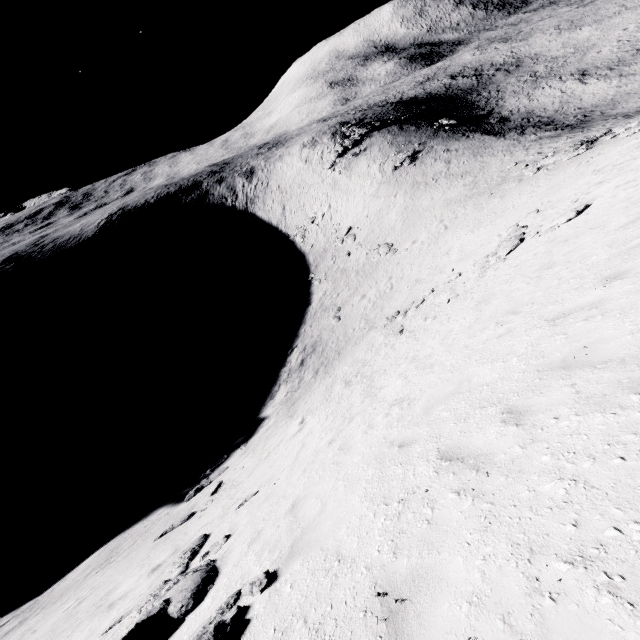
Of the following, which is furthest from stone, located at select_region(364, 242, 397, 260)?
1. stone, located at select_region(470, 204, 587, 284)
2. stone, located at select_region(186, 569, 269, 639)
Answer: stone, located at select_region(186, 569, 269, 639)

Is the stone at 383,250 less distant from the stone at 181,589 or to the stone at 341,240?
the stone at 341,240

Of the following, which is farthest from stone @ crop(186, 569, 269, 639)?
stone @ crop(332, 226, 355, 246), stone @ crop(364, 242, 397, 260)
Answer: stone @ crop(332, 226, 355, 246)

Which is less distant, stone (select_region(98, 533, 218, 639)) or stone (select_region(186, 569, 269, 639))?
stone (select_region(186, 569, 269, 639))

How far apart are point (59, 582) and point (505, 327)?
20.83m

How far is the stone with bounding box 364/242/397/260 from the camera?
36.29m

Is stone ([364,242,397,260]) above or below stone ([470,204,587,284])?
below

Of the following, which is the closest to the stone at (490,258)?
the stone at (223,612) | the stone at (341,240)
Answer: the stone at (223,612)
